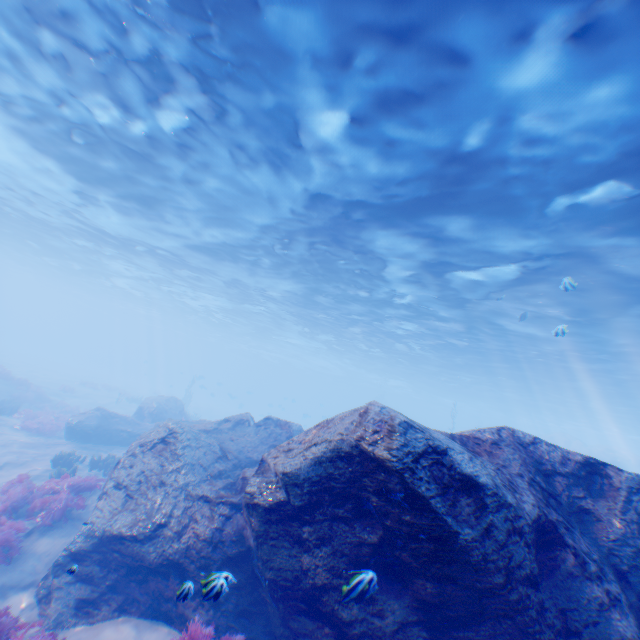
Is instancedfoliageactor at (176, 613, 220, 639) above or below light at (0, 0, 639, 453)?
below

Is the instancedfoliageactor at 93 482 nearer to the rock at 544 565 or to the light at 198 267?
the rock at 544 565

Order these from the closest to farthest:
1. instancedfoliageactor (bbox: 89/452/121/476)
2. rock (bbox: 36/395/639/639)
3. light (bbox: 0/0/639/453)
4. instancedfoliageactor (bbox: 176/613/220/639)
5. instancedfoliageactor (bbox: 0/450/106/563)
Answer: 1. rock (bbox: 36/395/639/639)
2. instancedfoliageactor (bbox: 176/613/220/639)
3. light (bbox: 0/0/639/453)
4. instancedfoliageactor (bbox: 0/450/106/563)
5. instancedfoliageactor (bbox: 89/452/121/476)

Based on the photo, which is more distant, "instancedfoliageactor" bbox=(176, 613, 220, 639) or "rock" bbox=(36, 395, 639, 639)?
"instancedfoliageactor" bbox=(176, 613, 220, 639)

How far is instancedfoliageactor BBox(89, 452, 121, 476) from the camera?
13.9 meters

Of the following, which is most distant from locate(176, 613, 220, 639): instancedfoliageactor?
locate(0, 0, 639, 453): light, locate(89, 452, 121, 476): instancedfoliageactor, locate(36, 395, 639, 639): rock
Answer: locate(0, 0, 639, 453): light

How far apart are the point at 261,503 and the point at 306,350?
46.5 meters

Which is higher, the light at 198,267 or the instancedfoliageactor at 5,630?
the light at 198,267
